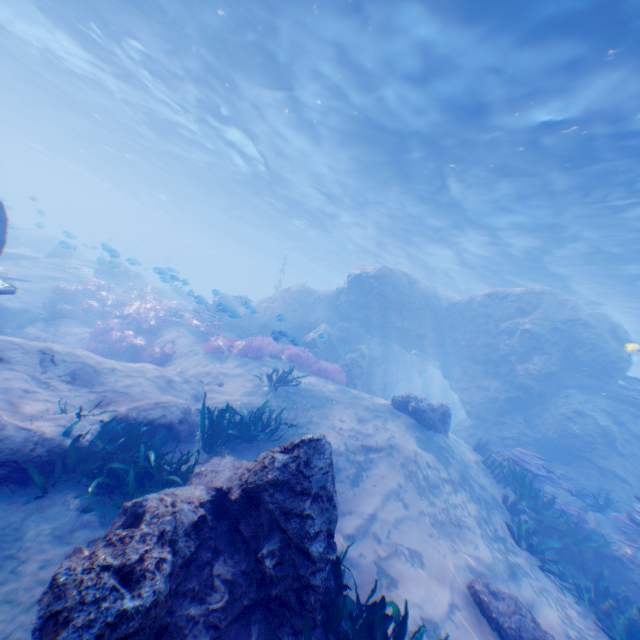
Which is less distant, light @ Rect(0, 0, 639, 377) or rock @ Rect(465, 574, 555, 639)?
rock @ Rect(465, 574, 555, 639)

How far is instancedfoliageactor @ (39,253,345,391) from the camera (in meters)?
12.85

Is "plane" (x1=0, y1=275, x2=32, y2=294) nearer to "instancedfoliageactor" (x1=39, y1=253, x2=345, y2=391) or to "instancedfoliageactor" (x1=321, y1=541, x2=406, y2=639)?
"instancedfoliageactor" (x1=39, y1=253, x2=345, y2=391)

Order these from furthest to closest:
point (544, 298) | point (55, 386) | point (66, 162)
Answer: point (66, 162), point (544, 298), point (55, 386)

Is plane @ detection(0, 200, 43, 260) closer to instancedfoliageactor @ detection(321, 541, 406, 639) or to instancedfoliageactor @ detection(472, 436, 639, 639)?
instancedfoliageactor @ detection(321, 541, 406, 639)

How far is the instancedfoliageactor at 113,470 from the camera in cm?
461

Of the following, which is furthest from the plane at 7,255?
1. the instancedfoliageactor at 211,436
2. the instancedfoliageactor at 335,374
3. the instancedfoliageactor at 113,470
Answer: the instancedfoliageactor at 211,436

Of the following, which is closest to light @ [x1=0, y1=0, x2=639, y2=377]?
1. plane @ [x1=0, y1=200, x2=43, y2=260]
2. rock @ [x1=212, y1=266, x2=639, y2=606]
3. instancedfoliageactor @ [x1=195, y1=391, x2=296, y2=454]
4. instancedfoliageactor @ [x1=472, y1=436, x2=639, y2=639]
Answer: rock @ [x1=212, y1=266, x2=639, y2=606]
